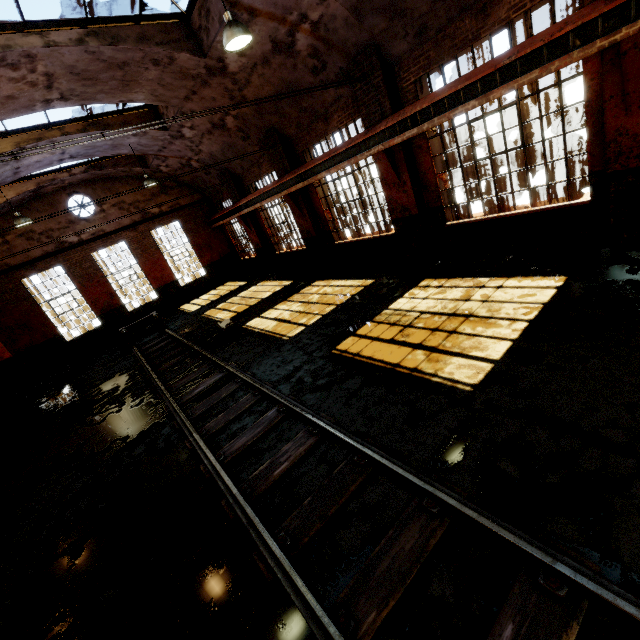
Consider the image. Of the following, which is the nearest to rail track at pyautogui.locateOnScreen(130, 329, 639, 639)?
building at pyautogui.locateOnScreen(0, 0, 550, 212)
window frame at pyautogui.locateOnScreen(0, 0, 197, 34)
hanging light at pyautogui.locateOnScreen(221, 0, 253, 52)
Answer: building at pyautogui.locateOnScreen(0, 0, 550, 212)

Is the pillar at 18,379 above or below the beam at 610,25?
below

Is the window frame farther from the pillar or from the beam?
the pillar

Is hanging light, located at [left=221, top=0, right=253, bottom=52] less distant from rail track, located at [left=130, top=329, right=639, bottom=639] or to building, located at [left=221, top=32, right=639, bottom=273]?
building, located at [left=221, top=32, right=639, bottom=273]

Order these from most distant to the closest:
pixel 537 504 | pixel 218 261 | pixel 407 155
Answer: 1. pixel 218 261
2. pixel 407 155
3. pixel 537 504

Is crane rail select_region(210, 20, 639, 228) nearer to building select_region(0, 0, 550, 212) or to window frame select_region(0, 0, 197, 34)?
building select_region(0, 0, 550, 212)

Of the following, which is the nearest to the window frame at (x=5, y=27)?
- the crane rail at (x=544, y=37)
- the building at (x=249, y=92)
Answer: the building at (x=249, y=92)

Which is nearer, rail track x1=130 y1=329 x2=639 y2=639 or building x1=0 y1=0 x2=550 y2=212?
rail track x1=130 y1=329 x2=639 y2=639
